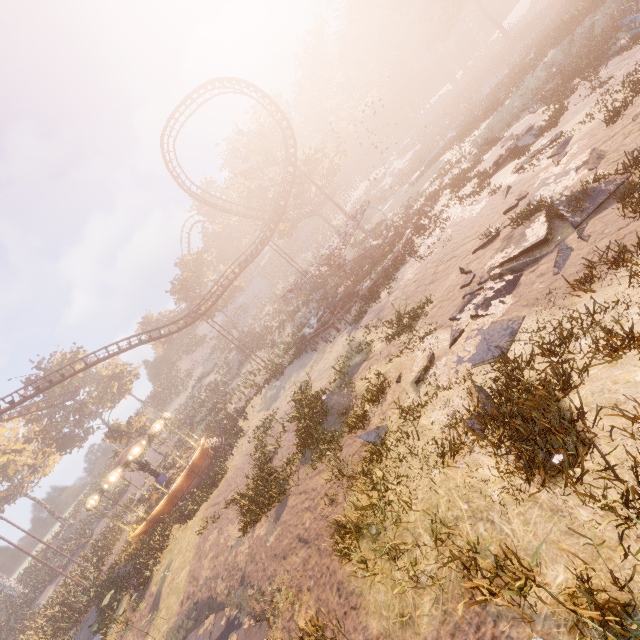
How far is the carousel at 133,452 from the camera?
21.0m

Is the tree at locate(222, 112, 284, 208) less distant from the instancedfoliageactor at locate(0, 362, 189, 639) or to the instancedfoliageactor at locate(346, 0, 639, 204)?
the instancedfoliageactor at locate(346, 0, 639, 204)

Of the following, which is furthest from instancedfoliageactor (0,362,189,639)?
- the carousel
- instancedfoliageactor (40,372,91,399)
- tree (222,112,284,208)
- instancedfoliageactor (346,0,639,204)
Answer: instancedfoliageactor (346,0,639,204)

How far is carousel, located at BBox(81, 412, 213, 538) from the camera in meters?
21.0

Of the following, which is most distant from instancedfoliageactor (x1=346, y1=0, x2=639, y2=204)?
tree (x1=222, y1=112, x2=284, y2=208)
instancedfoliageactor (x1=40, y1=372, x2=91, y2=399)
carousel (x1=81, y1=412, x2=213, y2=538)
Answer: instancedfoliageactor (x1=40, y1=372, x2=91, y2=399)

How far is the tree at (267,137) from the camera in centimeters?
3944cm

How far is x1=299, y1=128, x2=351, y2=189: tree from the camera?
39.5 meters

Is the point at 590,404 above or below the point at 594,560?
below
